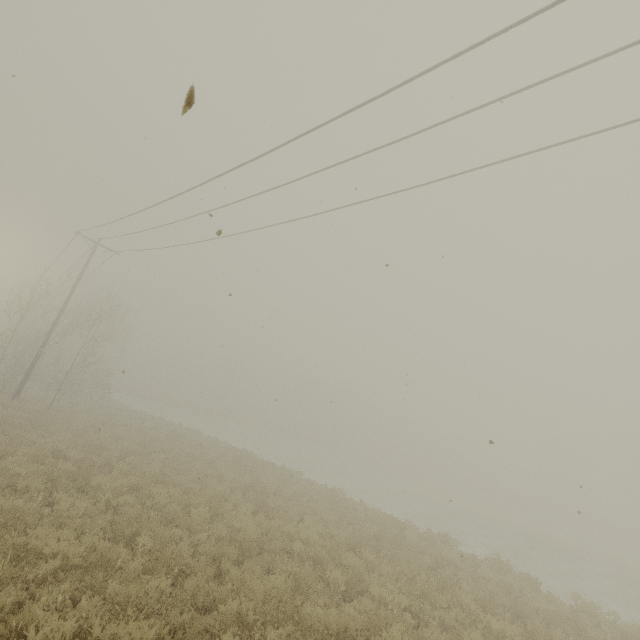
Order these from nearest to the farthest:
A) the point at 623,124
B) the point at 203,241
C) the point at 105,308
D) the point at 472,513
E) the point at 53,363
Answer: the point at 623,124, the point at 203,241, the point at 53,363, the point at 105,308, the point at 472,513
